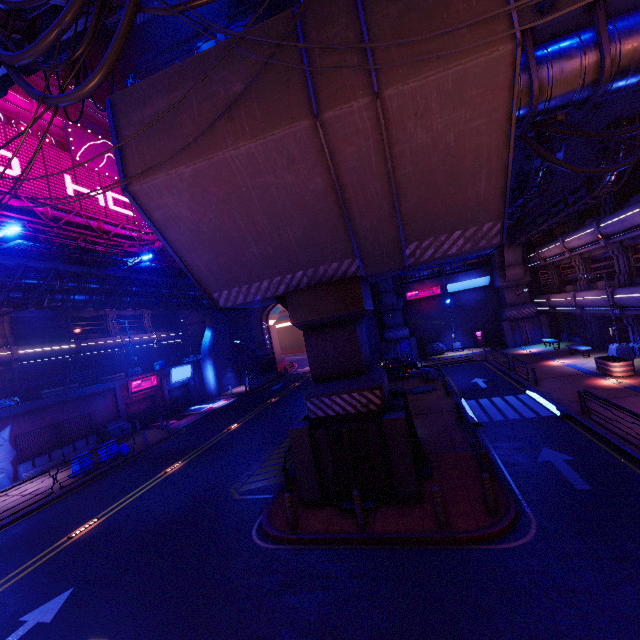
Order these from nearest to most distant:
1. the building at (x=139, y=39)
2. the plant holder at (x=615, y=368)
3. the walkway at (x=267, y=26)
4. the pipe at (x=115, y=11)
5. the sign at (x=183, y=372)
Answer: the pipe at (x=115, y=11)
the walkway at (x=267, y=26)
the plant holder at (x=615, y=368)
the sign at (x=183, y=372)
the building at (x=139, y=39)

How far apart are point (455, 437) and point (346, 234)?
10.4 meters

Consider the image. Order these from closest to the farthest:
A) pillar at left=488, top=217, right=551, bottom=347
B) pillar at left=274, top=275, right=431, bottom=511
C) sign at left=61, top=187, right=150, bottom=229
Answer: pillar at left=274, top=275, right=431, bottom=511
pillar at left=488, top=217, right=551, bottom=347
sign at left=61, top=187, right=150, bottom=229

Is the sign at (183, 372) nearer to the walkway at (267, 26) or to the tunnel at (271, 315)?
the tunnel at (271, 315)

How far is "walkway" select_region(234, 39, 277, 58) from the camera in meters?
7.8 m

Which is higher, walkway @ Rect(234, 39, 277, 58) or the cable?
walkway @ Rect(234, 39, 277, 58)

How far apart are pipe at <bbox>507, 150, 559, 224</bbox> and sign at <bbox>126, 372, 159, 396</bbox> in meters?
31.0 m

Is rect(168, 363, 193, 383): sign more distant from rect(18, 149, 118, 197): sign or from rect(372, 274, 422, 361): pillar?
rect(372, 274, 422, 361): pillar
